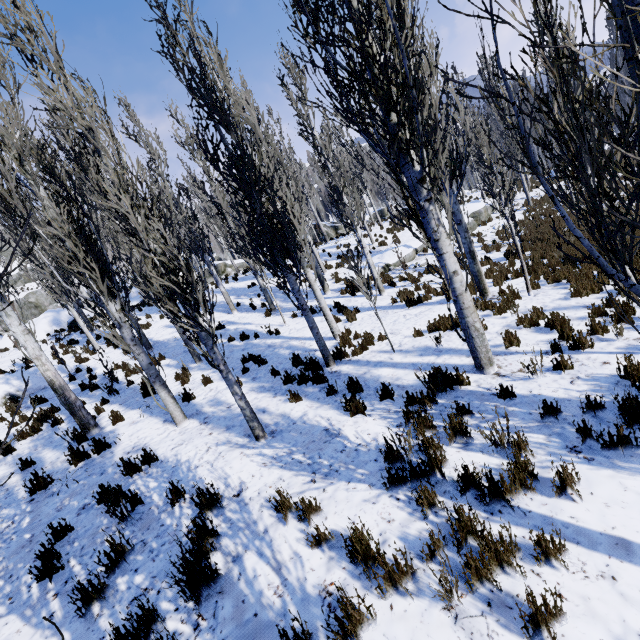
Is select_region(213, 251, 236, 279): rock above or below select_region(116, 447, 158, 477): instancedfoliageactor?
above

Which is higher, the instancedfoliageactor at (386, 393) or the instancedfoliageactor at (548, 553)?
the instancedfoliageactor at (386, 393)

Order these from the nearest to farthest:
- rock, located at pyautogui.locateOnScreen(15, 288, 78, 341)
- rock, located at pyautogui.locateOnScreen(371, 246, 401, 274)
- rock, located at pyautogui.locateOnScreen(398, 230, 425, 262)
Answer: rock, located at pyautogui.locateOnScreen(371, 246, 401, 274)
rock, located at pyautogui.locateOnScreen(398, 230, 425, 262)
rock, located at pyautogui.locateOnScreen(15, 288, 78, 341)

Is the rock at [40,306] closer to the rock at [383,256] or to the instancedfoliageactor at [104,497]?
the instancedfoliageactor at [104,497]

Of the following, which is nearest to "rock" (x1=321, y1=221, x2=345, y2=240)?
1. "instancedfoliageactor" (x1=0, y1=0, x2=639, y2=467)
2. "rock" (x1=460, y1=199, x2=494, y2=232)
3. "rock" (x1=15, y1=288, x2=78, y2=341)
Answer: "instancedfoliageactor" (x1=0, y1=0, x2=639, y2=467)

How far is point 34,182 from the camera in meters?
Result: 5.7 m

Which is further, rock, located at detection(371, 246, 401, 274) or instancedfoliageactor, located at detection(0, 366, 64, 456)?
rock, located at detection(371, 246, 401, 274)

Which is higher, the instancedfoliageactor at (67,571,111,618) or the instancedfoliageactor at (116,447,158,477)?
the instancedfoliageactor at (116,447,158,477)
